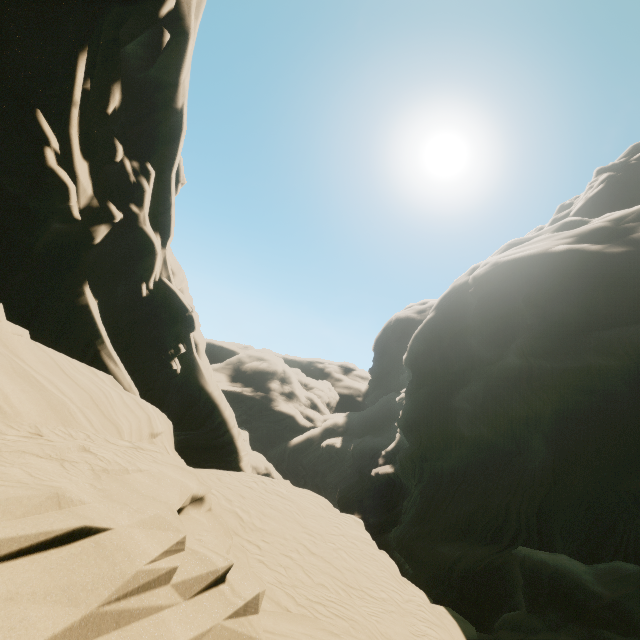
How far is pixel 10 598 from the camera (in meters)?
2.47
